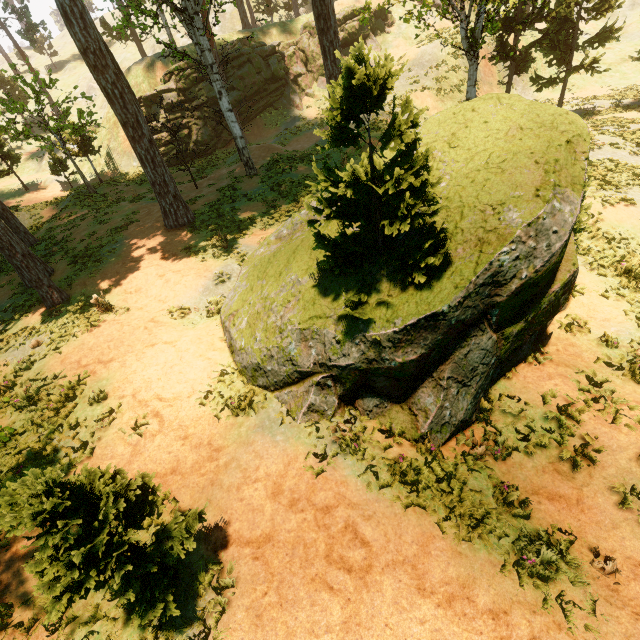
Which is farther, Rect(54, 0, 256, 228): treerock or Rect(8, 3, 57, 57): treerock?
Rect(8, 3, 57, 57): treerock

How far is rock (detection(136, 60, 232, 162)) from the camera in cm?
2816

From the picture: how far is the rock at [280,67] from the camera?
28.48m

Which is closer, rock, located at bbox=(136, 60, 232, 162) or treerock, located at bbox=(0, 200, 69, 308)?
→ treerock, located at bbox=(0, 200, 69, 308)

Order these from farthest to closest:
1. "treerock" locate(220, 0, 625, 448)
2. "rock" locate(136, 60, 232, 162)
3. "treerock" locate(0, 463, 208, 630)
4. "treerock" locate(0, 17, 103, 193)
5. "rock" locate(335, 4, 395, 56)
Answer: "rock" locate(335, 4, 395, 56)
"rock" locate(136, 60, 232, 162)
"treerock" locate(0, 17, 103, 193)
"treerock" locate(220, 0, 625, 448)
"treerock" locate(0, 463, 208, 630)

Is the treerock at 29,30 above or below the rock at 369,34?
above

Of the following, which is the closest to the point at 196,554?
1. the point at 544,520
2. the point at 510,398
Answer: the point at 544,520
